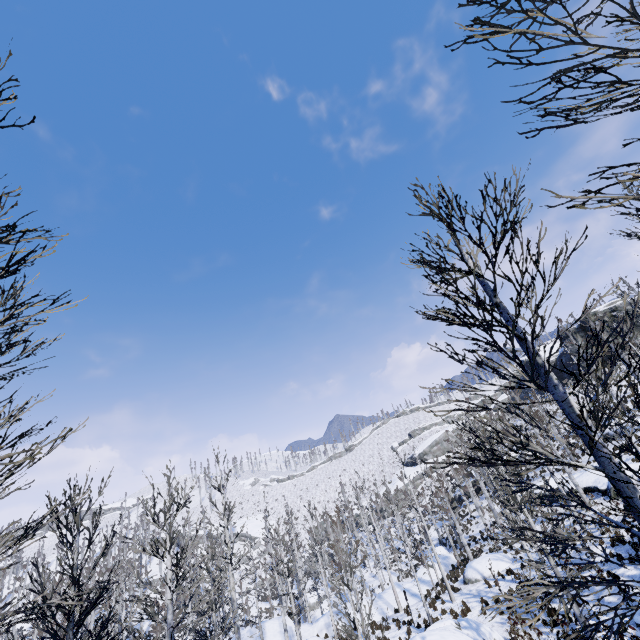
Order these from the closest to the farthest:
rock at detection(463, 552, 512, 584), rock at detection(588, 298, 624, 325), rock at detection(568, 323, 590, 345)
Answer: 1. rock at detection(463, 552, 512, 584)
2. rock at detection(588, 298, 624, 325)
3. rock at detection(568, 323, 590, 345)

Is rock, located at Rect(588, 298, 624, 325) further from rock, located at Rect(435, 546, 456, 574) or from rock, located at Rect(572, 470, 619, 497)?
rock, located at Rect(435, 546, 456, 574)

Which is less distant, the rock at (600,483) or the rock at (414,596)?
the rock at (600,483)

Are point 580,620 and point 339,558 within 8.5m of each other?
yes

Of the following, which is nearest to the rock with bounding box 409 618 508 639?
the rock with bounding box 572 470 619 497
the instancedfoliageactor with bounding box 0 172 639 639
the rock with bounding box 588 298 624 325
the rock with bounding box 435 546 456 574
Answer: the instancedfoliageactor with bounding box 0 172 639 639

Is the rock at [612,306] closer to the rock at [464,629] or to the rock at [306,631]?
the rock at [306,631]

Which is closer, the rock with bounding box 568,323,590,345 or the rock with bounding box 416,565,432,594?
the rock with bounding box 416,565,432,594
